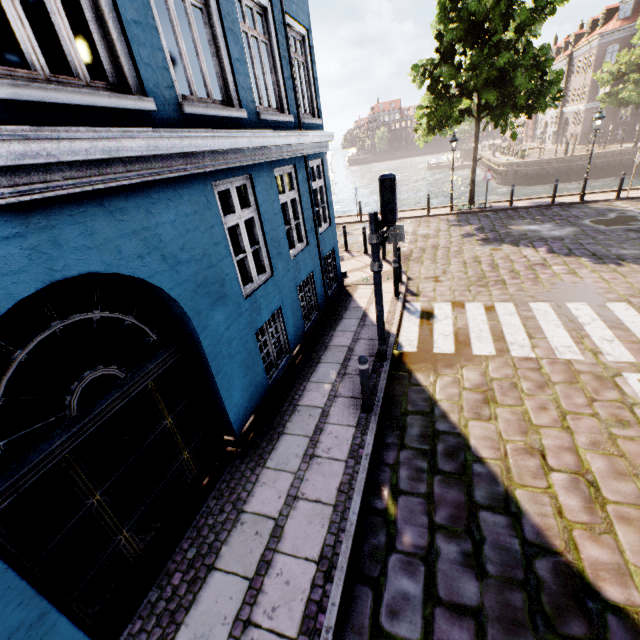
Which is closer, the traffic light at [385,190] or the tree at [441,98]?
the traffic light at [385,190]

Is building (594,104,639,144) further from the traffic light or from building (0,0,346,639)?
the traffic light

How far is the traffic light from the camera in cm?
497

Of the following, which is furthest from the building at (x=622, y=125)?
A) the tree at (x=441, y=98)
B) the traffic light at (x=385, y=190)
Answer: the traffic light at (x=385, y=190)

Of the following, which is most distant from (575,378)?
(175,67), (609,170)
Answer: (609,170)

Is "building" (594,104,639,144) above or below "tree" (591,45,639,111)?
below

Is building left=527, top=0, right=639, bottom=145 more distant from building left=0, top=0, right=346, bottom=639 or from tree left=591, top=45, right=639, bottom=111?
building left=0, top=0, right=346, bottom=639
